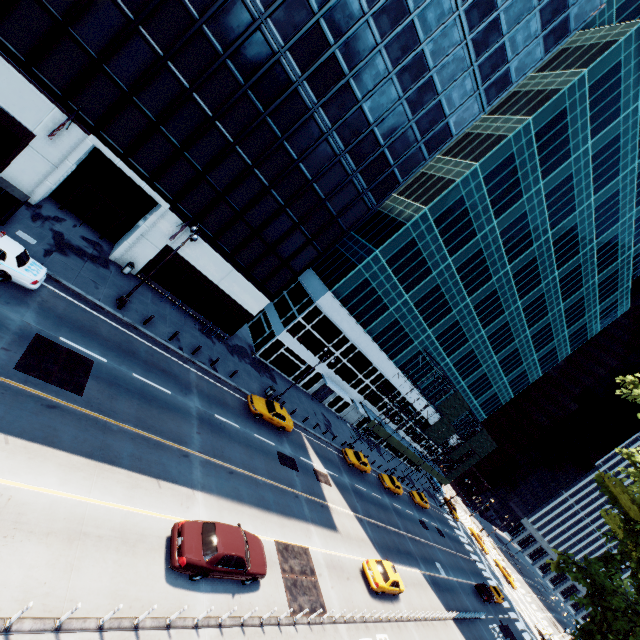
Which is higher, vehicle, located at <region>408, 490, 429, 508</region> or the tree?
the tree

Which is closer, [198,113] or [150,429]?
[150,429]

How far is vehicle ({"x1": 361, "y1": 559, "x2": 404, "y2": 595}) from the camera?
22.2m

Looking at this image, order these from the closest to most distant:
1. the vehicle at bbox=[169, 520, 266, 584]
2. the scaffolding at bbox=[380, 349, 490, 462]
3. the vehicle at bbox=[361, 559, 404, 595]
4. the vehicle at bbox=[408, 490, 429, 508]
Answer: the vehicle at bbox=[169, 520, 266, 584], the vehicle at bbox=[361, 559, 404, 595], the scaffolding at bbox=[380, 349, 490, 462], the vehicle at bbox=[408, 490, 429, 508]

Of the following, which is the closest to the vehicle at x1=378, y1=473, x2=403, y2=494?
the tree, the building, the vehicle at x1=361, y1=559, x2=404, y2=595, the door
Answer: the door

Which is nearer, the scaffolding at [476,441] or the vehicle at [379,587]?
the vehicle at [379,587]

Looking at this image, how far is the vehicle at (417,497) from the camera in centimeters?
4738cm

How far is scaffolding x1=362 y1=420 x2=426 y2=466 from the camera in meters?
45.6 m
